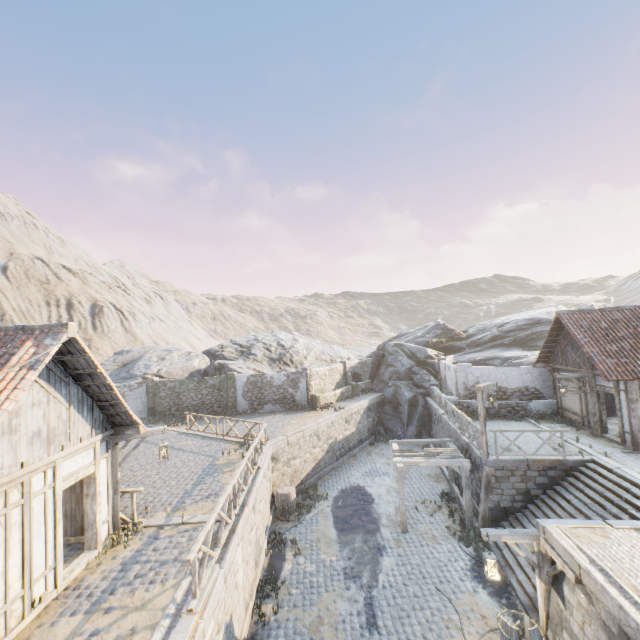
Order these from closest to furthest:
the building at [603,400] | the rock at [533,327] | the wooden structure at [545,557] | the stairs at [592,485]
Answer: the wooden structure at [545,557]
the stairs at [592,485]
the building at [603,400]
the rock at [533,327]

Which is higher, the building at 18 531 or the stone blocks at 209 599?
the building at 18 531

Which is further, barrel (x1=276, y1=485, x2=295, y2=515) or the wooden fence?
barrel (x1=276, y1=485, x2=295, y2=515)

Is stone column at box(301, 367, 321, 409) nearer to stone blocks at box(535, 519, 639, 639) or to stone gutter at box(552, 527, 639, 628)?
stone blocks at box(535, 519, 639, 639)

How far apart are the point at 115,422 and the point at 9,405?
4.25m

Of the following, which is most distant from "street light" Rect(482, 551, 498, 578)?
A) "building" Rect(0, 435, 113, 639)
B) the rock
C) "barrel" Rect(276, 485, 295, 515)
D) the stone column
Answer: the rock

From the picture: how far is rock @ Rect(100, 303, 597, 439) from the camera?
27.0 meters

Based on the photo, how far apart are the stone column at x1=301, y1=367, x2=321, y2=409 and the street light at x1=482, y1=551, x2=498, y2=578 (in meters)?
16.17
